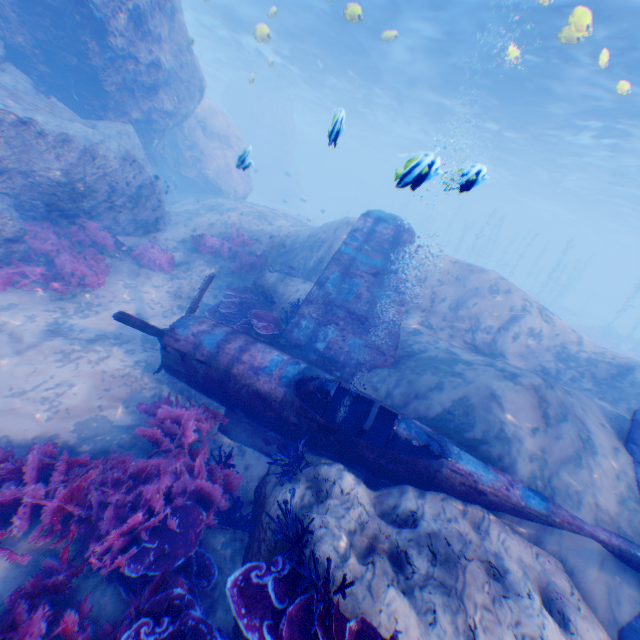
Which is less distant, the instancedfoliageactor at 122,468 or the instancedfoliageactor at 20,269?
the instancedfoliageactor at 122,468

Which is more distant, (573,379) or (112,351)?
(573,379)

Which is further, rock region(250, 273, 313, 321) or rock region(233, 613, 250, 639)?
rock region(250, 273, 313, 321)

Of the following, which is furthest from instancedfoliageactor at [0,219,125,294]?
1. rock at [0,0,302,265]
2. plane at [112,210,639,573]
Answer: plane at [112,210,639,573]

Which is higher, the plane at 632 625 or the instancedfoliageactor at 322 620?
the instancedfoliageactor at 322 620

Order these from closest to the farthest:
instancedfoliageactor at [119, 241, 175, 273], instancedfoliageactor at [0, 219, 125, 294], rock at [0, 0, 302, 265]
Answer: instancedfoliageactor at [0, 219, 125, 294] < rock at [0, 0, 302, 265] < instancedfoliageactor at [119, 241, 175, 273]

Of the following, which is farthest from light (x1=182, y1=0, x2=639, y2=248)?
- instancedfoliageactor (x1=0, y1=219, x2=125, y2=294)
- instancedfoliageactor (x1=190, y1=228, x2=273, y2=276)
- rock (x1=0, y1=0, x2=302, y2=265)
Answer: instancedfoliageactor (x1=0, y1=219, x2=125, y2=294)

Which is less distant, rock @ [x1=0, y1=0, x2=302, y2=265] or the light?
rock @ [x1=0, y1=0, x2=302, y2=265]
